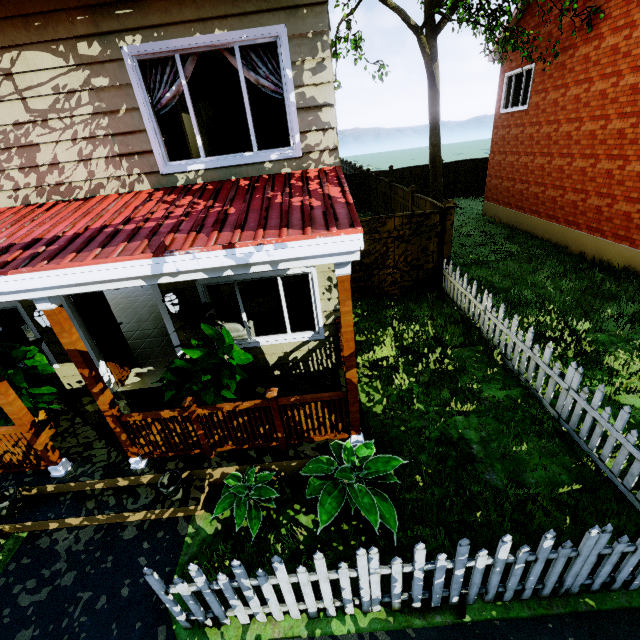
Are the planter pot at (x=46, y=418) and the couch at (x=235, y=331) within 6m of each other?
yes

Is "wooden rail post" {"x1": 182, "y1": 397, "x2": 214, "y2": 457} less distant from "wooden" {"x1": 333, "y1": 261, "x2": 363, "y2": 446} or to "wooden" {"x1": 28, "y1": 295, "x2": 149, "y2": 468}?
"wooden" {"x1": 28, "y1": 295, "x2": 149, "y2": 468}

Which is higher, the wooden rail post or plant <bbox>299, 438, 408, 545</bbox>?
the wooden rail post

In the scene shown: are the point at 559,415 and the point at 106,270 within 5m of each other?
no

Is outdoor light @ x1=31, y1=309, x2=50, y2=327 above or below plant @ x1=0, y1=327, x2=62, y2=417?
above

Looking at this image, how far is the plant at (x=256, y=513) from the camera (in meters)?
3.95

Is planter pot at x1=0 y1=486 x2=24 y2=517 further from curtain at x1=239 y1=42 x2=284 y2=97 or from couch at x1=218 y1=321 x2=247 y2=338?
curtain at x1=239 y1=42 x2=284 y2=97

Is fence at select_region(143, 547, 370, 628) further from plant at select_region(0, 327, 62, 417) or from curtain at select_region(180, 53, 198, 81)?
curtain at select_region(180, 53, 198, 81)
